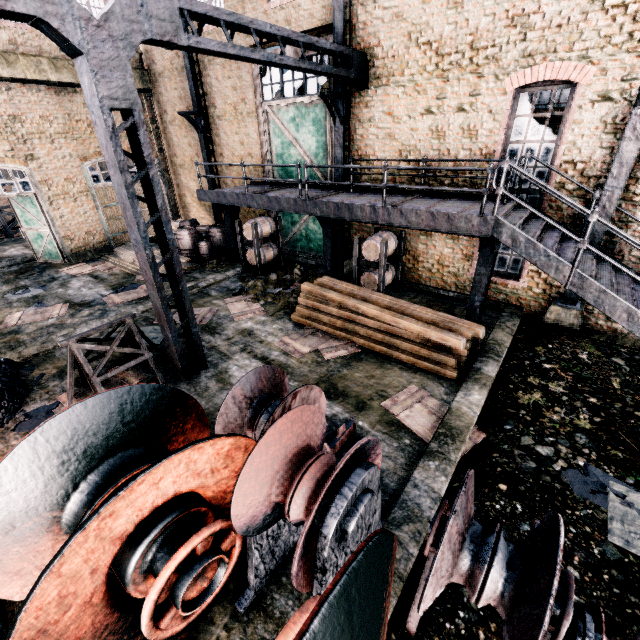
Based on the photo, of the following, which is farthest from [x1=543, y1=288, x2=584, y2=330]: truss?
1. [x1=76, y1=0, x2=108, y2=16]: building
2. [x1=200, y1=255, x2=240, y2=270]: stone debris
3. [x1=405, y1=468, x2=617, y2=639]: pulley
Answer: [x1=76, y1=0, x2=108, y2=16]: building

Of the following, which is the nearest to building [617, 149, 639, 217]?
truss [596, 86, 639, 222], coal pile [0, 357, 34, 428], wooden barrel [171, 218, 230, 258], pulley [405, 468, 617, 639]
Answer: coal pile [0, 357, 34, 428]

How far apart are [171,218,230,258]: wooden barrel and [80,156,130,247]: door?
4.3 meters

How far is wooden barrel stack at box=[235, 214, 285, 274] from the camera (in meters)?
14.06

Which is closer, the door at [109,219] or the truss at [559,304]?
the truss at [559,304]

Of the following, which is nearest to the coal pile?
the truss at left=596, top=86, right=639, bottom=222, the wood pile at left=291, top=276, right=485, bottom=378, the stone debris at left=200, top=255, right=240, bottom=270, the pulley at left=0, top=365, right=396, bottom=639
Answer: the pulley at left=0, top=365, right=396, bottom=639

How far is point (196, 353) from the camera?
9.0m

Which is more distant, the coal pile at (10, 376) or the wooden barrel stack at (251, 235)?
the wooden barrel stack at (251, 235)
